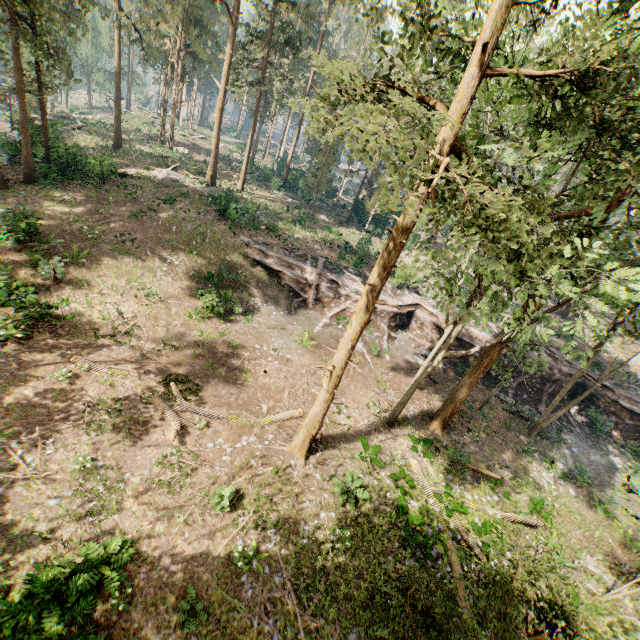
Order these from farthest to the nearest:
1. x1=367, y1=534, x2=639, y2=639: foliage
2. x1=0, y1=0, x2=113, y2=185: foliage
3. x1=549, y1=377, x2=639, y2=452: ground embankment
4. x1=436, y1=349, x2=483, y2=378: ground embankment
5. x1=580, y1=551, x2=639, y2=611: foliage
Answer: x1=436, y1=349, x2=483, y2=378: ground embankment
x1=549, y1=377, x2=639, y2=452: ground embankment
x1=0, y1=0, x2=113, y2=185: foliage
x1=580, y1=551, x2=639, y2=611: foliage
x1=367, y1=534, x2=639, y2=639: foliage

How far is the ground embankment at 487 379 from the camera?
26.55m

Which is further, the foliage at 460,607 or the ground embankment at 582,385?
the ground embankment at 582,385

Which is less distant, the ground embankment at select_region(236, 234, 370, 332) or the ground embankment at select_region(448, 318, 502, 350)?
the ground embankment at select_region(236, 234, 370, 332)

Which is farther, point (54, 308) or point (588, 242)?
point (54, 308)

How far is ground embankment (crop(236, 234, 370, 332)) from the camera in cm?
2575

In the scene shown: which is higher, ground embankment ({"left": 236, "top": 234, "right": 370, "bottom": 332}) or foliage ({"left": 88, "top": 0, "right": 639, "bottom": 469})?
foliage ({"left": 88, "top": 0, "right": 639, "bottom": 469})
